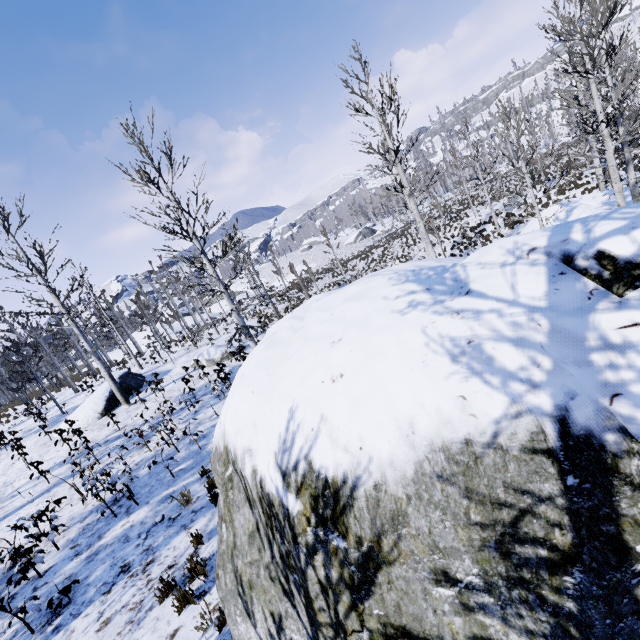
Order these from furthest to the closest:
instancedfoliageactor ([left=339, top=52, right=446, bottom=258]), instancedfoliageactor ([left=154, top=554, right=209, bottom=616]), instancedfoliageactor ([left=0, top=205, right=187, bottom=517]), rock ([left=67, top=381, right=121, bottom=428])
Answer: rock ([left=67, top=381, right=121, bottom=428]) → instancedfoliageactor ([left=339, top=52, right=446, bottom=258]) → instancedfoliageactor ([left=0, top=205, right=187, bottom=517]) → instancedfoliageactor ([left=154, top=554, right=209, bottom=616])

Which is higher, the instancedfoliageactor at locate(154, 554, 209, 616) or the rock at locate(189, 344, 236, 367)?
the rock at locate(189, 344, 236, 367)

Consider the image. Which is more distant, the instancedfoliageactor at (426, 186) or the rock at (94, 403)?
the rock at (94, 403)

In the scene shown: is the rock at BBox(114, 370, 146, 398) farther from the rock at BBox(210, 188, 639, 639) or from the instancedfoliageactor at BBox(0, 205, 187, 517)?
the rock at BBox(210, 188, 639, 639)

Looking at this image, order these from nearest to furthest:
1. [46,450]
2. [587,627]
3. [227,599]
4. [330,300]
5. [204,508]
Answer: [587,627]
[227,599]
[330,300]
[204,508]
[46,450]

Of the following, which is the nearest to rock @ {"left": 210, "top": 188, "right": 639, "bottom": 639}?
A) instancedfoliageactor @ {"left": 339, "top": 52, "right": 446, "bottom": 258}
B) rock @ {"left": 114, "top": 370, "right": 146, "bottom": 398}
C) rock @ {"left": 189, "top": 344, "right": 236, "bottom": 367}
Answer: instancedfoliageactor @ {"left": 339, "top": 52, "right": 446, "bottom": 258}

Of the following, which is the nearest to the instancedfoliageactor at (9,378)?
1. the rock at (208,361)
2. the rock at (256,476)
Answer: the rock at (256,476)

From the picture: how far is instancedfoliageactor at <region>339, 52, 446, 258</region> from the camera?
11.0m
